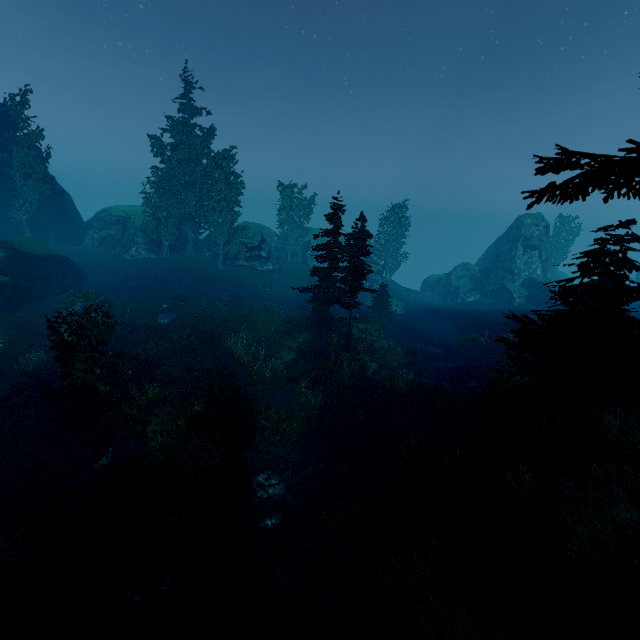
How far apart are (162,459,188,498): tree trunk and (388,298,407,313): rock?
31.6m

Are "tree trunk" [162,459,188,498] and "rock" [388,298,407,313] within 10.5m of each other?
no

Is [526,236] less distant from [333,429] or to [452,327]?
[452,327]

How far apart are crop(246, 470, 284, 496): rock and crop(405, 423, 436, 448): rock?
6.5 meters

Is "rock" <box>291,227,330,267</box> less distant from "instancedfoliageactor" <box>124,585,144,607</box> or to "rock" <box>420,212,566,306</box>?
"instancedfoliageactor" <box>124,585,144,607</box>

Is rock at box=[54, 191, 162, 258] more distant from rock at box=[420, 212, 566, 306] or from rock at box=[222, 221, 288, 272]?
rock at box=[420, 212, 566, 306]

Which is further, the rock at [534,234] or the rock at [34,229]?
the rock at [534,234]

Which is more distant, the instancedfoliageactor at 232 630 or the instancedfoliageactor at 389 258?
the instancedfoliageactor at 389 258
